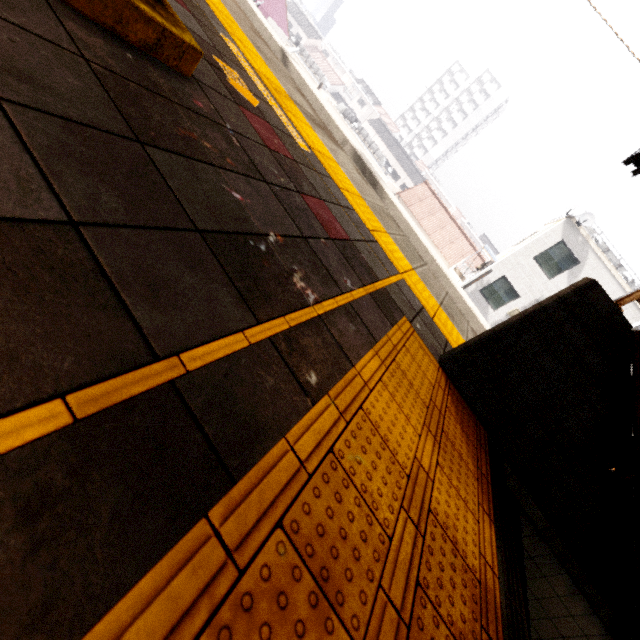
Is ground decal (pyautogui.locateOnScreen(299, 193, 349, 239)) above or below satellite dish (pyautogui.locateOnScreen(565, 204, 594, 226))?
below

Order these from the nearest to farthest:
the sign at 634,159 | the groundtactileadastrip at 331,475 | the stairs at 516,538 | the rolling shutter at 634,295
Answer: the groundtactileadastrip at 331,475 → the stairs at 516,538 → the rolling shutter at 634,295 → the sign at 634,159

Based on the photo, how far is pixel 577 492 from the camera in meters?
2.0 m

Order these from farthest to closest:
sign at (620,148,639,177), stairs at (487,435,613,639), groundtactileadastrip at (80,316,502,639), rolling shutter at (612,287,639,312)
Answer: sign at (620,148,639,177) → rolling shutter at (612,287,639,312) → stairs at (487,435,613,639) → groundtactileadastrip at (80,316,502,639)

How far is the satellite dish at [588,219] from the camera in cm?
1520

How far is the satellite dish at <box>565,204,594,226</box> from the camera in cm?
1520

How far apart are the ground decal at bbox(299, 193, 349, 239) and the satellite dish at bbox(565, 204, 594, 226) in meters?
18.2 m

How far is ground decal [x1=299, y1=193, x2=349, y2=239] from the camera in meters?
2.0 m
